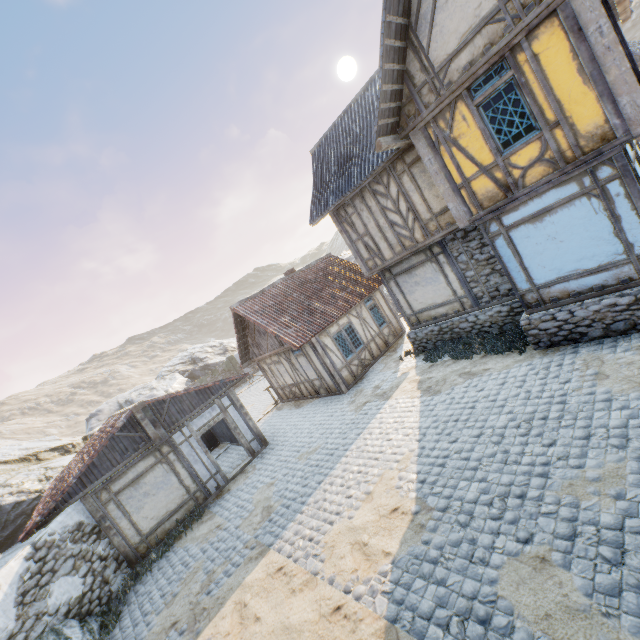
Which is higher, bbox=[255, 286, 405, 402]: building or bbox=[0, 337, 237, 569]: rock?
bbox=[0, 337, 237, 569]: rock

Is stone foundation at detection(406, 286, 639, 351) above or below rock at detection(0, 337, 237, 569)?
below

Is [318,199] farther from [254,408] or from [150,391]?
[150,391]

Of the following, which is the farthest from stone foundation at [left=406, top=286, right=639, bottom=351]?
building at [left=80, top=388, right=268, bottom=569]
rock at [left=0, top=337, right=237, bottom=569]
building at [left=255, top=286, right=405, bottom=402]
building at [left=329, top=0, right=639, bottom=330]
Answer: rock at [left=0, top=337, right=237, bottom=569]

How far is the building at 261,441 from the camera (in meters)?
10.28

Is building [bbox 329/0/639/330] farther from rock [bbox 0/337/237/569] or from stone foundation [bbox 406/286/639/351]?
rock [bbox 0/337/237/569]

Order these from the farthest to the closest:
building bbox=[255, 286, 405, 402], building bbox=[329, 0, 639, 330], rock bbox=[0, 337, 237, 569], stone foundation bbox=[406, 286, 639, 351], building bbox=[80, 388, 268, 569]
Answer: rock bbox=[0, 337, 237, 569]
building bbox=[255, 286, 405, 402]
building bbox=[80, 388, 268, 569]
stone foundation bbox=[406, 286, 639, 351]
building bbox=[329, 0, 639, 330]

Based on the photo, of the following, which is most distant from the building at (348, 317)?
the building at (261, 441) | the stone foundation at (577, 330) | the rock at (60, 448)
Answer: the rock at (60, 448)
